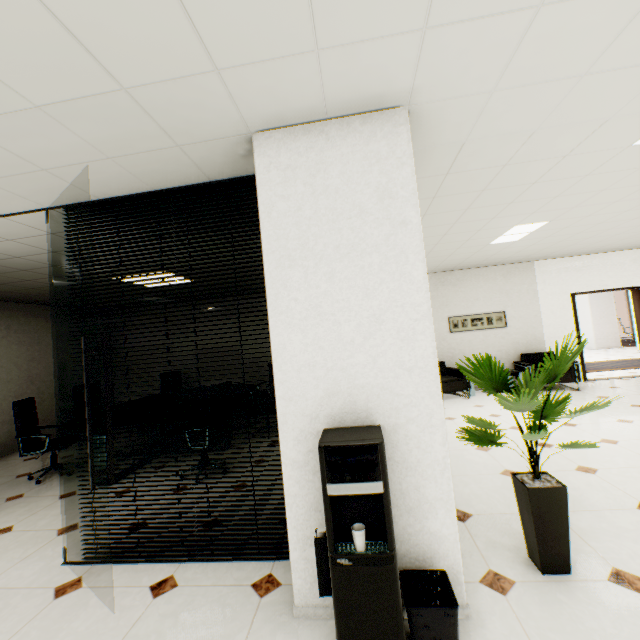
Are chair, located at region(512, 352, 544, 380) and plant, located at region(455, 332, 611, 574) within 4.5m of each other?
no

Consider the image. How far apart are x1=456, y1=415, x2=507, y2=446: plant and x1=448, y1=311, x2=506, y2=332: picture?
5.7 meters

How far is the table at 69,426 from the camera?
4.26m

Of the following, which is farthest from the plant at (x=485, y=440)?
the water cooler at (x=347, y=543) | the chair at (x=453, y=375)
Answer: the chair at (x=453, y=375)

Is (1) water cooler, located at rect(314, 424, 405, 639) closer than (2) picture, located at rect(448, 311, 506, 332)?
Yes

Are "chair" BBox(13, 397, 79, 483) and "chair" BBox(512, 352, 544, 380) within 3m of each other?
no

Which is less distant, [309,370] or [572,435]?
[309,370]

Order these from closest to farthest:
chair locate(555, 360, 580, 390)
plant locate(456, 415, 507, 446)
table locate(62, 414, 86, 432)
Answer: plant locate(456, 415, 507, 446) → table locate(62, 414, 86, 432) → chair locate(555, 360, 580, 390)
